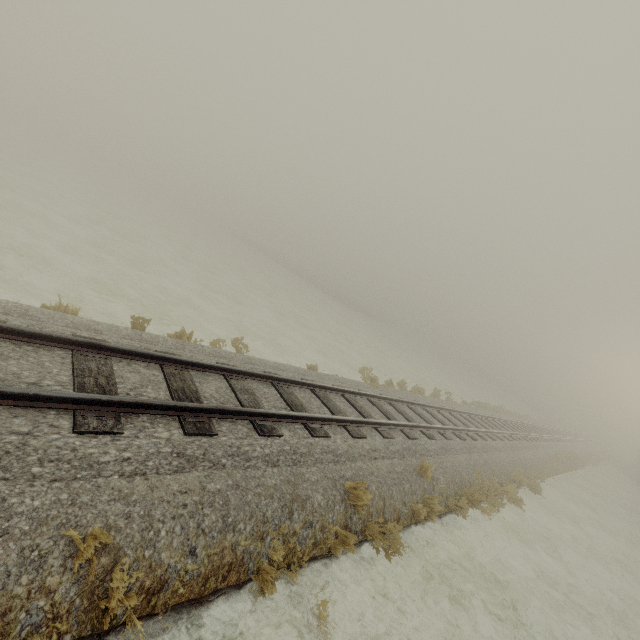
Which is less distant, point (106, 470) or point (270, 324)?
point (106, 470)
